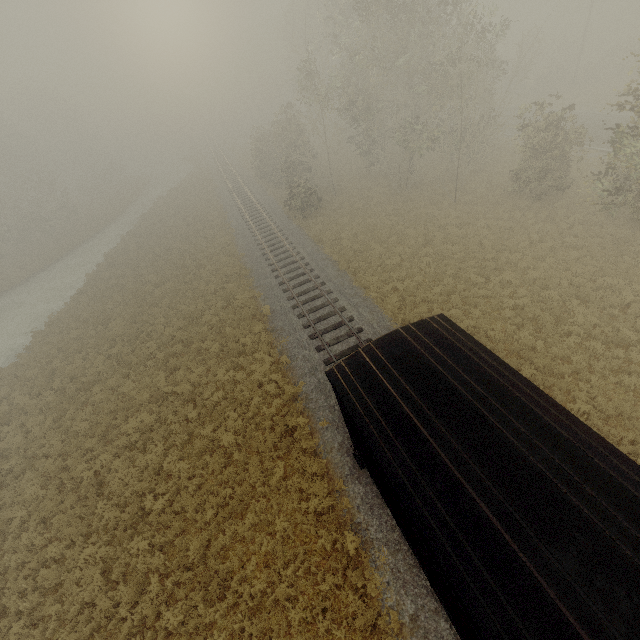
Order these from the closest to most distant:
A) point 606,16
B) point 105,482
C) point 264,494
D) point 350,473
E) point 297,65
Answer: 1. point 350,473
2. point 264,494
3. point 105,482
4. point 297,65
5. point 606,16
